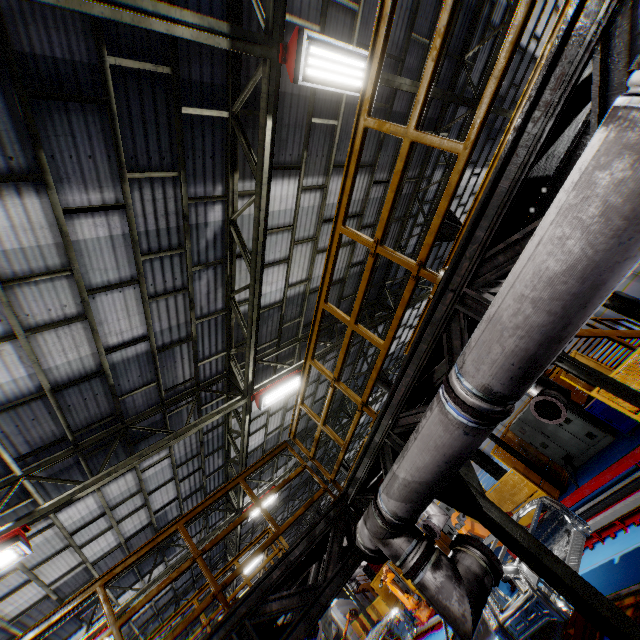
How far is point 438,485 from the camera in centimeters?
294cm

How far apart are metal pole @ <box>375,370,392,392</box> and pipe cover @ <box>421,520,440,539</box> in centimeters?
456cm

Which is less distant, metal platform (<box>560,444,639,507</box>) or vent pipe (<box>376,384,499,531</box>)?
vent pipe (<box>376,384,499,531</box>)

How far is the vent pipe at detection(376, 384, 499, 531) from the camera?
2.5 meters

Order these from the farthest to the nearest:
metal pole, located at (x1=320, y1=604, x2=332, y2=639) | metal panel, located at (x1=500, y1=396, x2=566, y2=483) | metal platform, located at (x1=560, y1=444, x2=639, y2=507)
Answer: metal panel, located at (x1=500, y1=396, x2=566, y2=483)
metal pole, located at (x1=320, y1=604, x2=332, y2=639)
metal platform, located at (x1=560, y1=444, x2=639, y2=507)

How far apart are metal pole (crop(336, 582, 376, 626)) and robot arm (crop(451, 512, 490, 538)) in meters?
8.5 m

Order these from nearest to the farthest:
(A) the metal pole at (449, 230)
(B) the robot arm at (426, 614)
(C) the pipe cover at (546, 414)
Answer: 1. (C) the pipe cover at (546, 414)
2. (A) the metal pole at (449, 230)
3. (B) the robot arm at (426, 614)

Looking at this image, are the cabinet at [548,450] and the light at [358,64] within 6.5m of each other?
no
